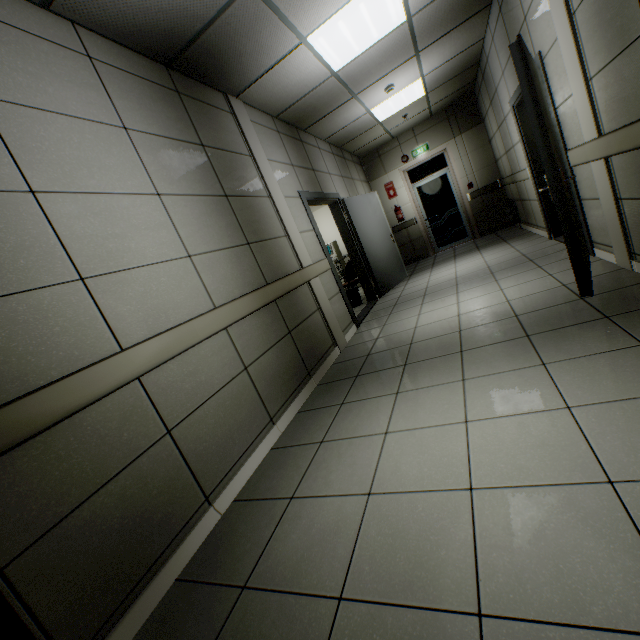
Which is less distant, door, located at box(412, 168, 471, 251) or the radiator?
the radiator

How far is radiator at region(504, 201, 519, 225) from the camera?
7.2m

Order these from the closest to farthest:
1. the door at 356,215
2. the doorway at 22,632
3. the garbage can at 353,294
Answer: the doorway at 22,632 → the door at 356,215 → the garbage can at 353,294

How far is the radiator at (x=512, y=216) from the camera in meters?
7.2

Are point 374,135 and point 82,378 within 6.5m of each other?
no

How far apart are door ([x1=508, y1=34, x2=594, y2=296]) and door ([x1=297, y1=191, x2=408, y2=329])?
2.64m

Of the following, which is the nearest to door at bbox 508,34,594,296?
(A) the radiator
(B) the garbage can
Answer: (A) the radiator

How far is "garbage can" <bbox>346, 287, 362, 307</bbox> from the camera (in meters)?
6.59
